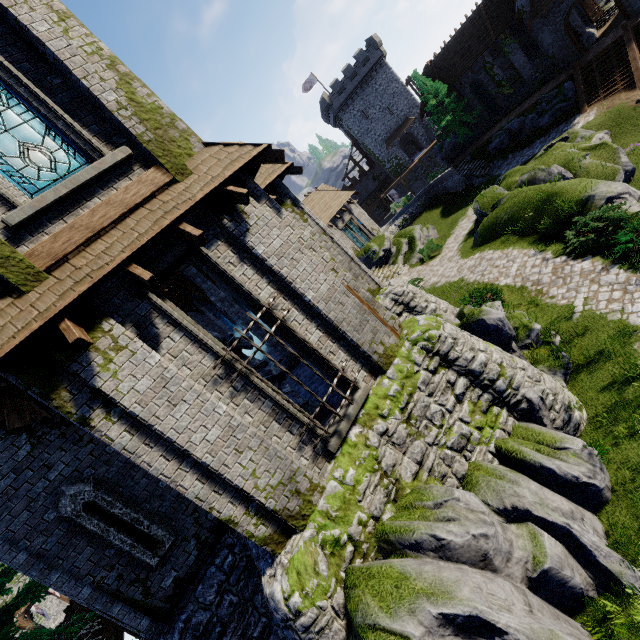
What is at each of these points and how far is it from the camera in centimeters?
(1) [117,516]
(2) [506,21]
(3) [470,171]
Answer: (1) window slit, 734cm
(2) building, 2852cm
(3) stairs, 3117cm

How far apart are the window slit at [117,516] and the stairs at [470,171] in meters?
34.6 m

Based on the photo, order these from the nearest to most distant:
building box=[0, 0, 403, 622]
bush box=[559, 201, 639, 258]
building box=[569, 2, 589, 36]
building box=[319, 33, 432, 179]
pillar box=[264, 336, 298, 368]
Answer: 1. building box=[0, 0, 403, 622]
2. bush box=[559, 201, 639, 258]
3. pillar box=[264, 336, 298, 368]
4. building box=[569, 2, 589, 36]
5. building box=[319, 33, 432, 179]

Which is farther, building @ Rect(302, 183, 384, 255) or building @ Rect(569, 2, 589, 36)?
building @ Rect(302, 183, 384, 255)

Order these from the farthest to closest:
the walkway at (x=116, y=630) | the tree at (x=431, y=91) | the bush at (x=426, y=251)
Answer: the tree at (x=431, y=91), the bush at (x=426, y=251), the walkway at (x=116, y=630)

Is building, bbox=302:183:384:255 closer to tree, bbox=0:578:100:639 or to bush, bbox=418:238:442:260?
tree, bbox=0:578:100:639

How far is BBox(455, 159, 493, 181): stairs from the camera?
30.2m

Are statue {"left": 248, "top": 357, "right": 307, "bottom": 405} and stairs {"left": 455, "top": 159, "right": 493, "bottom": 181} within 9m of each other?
no
